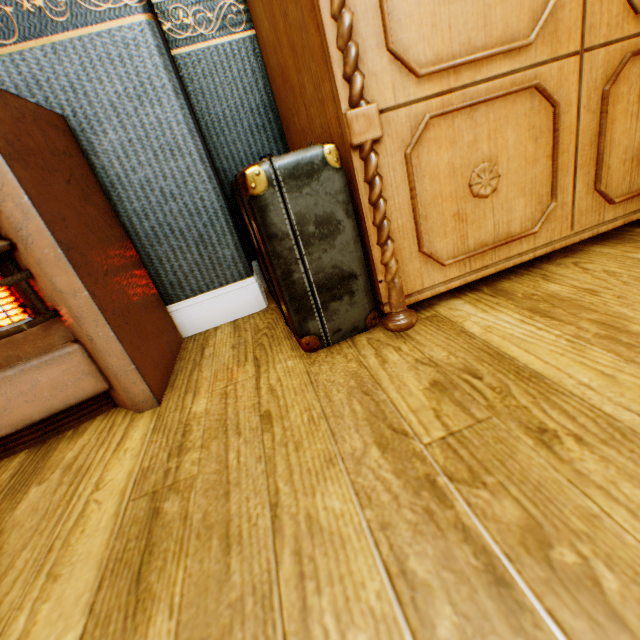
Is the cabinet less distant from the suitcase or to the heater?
the suitcase

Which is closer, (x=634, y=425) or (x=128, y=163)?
(x=634, y=425)

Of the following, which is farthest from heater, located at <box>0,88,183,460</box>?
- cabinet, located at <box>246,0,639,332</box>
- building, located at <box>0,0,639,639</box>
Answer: cabinet, located at <box>246,0,639,332</box>

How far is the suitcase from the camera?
0.8m

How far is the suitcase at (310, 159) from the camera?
0.8 meters

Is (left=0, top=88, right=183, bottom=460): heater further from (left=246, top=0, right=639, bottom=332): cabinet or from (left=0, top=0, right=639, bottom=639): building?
(left=246, top=0, right=639, bottom=332): cabinet

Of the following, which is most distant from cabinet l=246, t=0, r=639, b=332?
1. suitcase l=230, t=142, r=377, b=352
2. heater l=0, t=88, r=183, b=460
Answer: heater l=0, t=88, r=183, b=460

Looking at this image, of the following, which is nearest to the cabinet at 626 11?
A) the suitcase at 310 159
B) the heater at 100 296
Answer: the suitcase at 310 159
